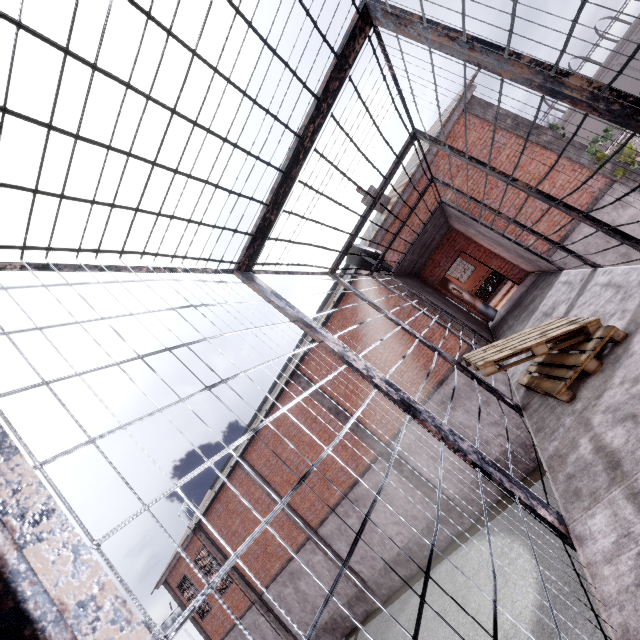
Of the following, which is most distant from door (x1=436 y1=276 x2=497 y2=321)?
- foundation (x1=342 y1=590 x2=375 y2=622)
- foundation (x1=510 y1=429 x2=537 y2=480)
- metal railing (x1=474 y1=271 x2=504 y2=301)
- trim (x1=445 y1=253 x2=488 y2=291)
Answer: trim (x1=445 y1=253 x2=488 y2=291)

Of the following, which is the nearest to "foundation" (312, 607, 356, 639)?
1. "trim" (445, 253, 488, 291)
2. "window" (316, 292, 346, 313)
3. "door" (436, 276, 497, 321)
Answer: "window" (316, 292, 346, 313)

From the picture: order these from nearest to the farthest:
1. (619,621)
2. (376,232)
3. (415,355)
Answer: (619,621) < (376,232) < (415,355)

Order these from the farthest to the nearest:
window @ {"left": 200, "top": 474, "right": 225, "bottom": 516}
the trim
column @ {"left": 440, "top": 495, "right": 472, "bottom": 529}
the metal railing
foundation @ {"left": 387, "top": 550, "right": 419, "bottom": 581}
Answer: the trim < window @ {"left": 200, "top": 474, "right": 225, "bottom": 516} < the metal railing < foundation @ {"left": 387, "top": 550, "right": 419, "bottom": 581} < column @ {"left": 440, "top": 495, "right": 472, "bottom": 529}

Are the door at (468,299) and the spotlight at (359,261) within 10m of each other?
yes

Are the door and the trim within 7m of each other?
no

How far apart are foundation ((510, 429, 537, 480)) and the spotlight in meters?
7.3 m

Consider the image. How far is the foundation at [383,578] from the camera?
13.57m
